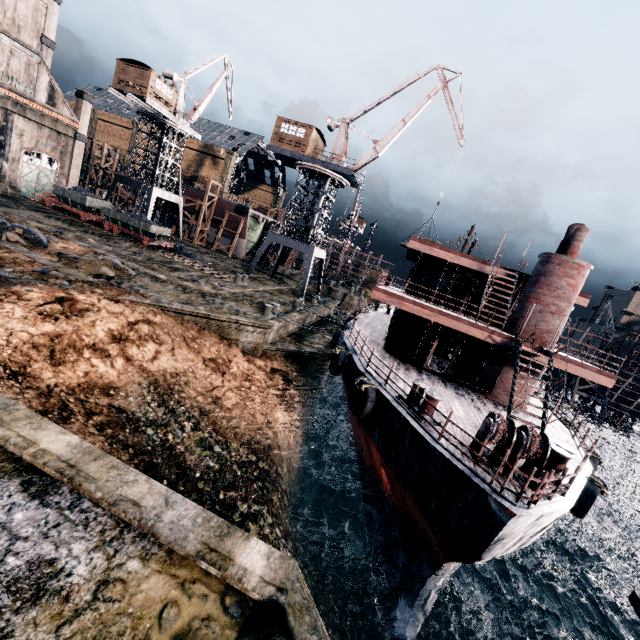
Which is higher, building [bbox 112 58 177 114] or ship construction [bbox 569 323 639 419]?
building [bbox 112 58 177 114]

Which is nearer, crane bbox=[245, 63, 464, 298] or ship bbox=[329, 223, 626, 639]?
ship bbox=[329, 223, 626, 639]

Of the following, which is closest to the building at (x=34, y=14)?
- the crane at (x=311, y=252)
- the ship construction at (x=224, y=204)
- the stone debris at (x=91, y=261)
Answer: the ship construction at (x=224, y=204)

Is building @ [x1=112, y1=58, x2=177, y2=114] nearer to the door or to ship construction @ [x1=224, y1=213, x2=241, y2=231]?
the door

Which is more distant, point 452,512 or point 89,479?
point 452,512

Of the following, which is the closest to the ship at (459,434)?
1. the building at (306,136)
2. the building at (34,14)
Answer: the building at (306,136)

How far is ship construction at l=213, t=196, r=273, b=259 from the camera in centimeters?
4906cm

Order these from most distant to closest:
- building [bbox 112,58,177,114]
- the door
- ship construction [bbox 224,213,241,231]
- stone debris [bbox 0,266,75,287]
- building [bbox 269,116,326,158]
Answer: ship construction [bbox 224,213,241,231], building [bbox 112,58,177,114], the door, building [bbox 269,116,326,158], stone debris [bbox 0,266,75,287]
